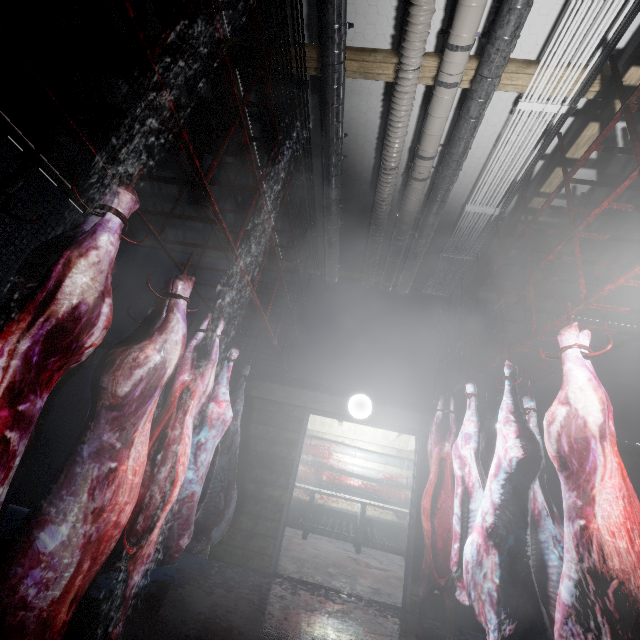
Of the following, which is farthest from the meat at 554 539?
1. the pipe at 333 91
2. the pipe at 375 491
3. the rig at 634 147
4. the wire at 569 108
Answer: the pipe at 375 491

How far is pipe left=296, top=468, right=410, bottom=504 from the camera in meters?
6.7

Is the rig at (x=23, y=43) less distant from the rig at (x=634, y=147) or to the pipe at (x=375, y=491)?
the rig at (x=634, y=147)

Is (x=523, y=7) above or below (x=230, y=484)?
above

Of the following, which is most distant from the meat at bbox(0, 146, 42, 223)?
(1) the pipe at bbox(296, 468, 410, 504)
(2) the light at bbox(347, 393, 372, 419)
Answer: (1) the pipe at bbox(296, 468, 410, 504)

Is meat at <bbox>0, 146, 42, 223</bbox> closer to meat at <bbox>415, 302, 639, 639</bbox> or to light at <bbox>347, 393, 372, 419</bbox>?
meat at <bbox>415, 302, 639, 639</bbox>

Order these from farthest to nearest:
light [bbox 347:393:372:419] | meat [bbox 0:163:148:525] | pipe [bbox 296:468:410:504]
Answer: pipe [bbox 296:468:410:504] < light [bbox 347:393:372:419] < meat [bbox 0:163:148:525]

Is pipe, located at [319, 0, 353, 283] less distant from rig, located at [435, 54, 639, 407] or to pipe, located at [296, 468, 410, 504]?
rig, located at [435, 54, 639, 407]
